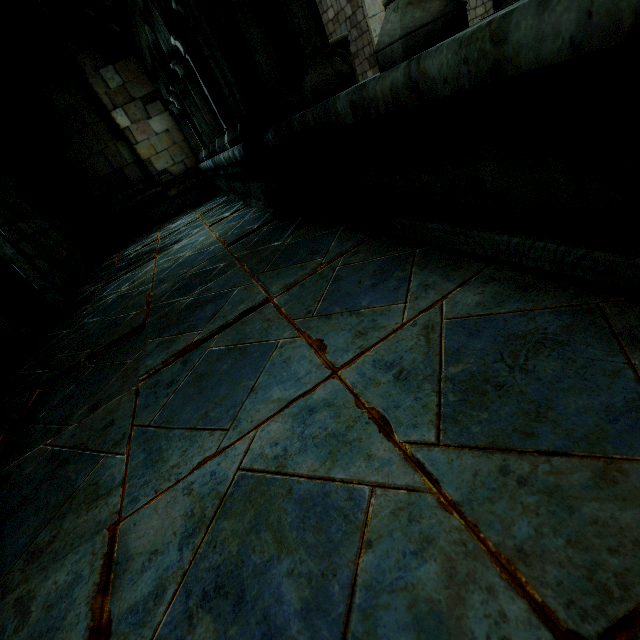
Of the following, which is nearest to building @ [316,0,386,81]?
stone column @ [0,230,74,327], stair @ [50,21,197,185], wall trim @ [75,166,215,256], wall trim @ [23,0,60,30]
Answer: wall trim @ [23,0,60,30]

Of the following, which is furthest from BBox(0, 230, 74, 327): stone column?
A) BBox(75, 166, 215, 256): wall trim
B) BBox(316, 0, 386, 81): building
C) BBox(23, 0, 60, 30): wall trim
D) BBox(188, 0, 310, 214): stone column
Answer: BBox(316, 0, 386, 81): building

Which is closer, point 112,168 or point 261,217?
point 261,217

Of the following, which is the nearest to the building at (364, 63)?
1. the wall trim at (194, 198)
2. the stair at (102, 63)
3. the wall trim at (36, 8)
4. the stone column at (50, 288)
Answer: the wall trim at (36, 8)

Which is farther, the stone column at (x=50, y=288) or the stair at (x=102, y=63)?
the stair at (x=102, y=63)

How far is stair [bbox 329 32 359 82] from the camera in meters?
8.9

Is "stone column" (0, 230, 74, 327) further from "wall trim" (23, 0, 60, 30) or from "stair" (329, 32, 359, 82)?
"stair" (329, 32, 359, 82)

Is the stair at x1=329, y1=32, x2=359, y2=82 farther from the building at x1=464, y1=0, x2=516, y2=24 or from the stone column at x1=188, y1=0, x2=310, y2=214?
the stone column at x1=188, y1=0, x2=310, y2=214
